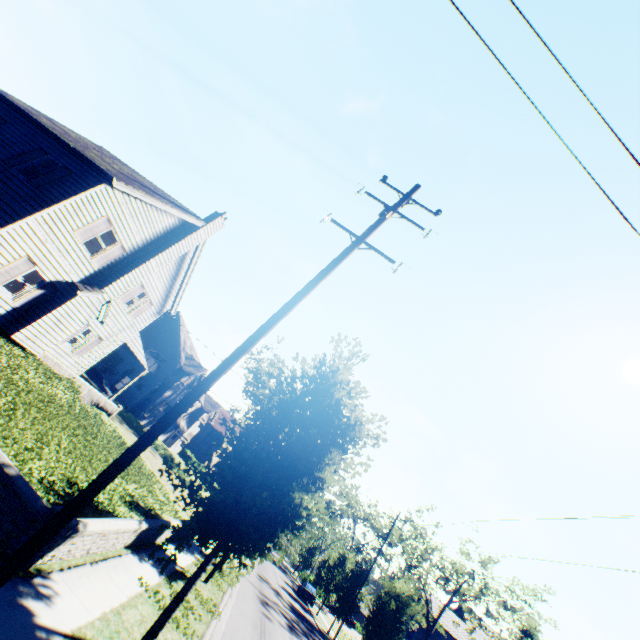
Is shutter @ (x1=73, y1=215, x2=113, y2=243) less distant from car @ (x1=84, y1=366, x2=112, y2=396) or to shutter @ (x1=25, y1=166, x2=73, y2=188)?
shutter @ (x1=25, y1=166, x2=73, y2=188)

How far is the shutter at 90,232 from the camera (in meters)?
14.27

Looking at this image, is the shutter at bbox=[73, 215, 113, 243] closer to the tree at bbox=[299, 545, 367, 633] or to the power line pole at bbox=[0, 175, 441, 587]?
the power line pole at bbox=[0, 175, 441, 587]

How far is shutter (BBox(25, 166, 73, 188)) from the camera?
13.26m

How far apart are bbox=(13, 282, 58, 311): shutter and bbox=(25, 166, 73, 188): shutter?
4.0 meters

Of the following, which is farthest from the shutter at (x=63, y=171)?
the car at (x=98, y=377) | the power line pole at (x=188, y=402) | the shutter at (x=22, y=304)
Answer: the car at (x=98, y=377)

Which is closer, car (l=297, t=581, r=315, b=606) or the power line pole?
the power line pole

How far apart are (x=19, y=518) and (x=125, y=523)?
3.4m
